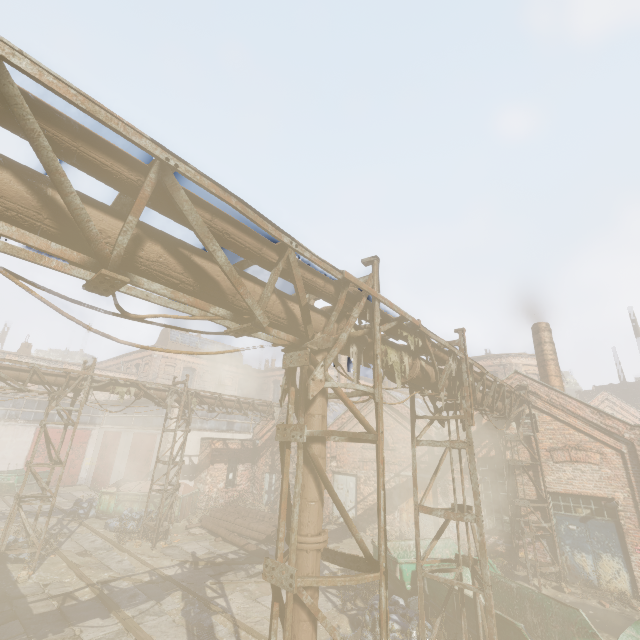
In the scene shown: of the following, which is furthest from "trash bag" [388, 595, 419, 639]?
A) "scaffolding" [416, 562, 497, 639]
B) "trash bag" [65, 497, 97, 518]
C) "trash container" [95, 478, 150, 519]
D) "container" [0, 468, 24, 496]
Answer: "container" [0, 468, 24, 496]

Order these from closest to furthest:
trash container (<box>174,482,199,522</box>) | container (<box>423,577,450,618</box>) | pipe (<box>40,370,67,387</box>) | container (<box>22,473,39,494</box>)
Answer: container (<box>423,577,450,618</box>)
pipe (<box>40,370,67,387</box>)
trash container (<box>174,482,199,522</box>)
container (<box>22,473,39,494</box>)

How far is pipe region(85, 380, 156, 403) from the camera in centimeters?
1274cm

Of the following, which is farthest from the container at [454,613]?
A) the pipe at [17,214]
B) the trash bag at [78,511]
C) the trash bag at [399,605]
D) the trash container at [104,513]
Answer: the trash bag at [78,511]

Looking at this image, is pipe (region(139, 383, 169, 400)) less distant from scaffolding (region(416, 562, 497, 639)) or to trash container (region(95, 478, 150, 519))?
scaffolding (region(416, 562, 497, 639))

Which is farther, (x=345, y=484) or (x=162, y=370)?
(x=162, y=370)

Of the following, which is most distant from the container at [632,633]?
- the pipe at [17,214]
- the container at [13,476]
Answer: the container at [13,476]

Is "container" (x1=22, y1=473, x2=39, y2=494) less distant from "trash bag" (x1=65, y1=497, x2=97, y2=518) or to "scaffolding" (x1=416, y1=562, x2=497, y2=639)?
"trash bag" (x1=65, y1=497, x2=97, y2=518)
